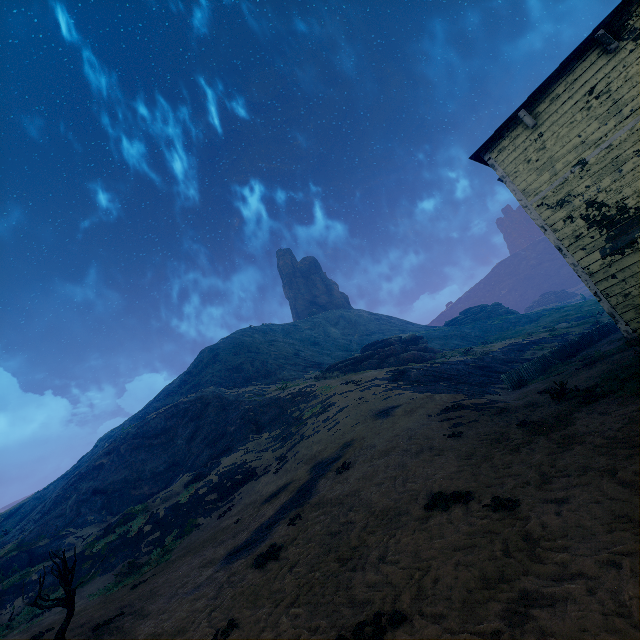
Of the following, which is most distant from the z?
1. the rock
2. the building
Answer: the rock

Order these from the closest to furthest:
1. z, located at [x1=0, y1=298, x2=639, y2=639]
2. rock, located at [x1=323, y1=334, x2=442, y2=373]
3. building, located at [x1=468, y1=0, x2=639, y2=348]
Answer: z, located at [x1=0, y1=298, x2=639, y2=639], building, located at [x1=468, y1=0, x2=639, y2=348], rock, located at [x1=323, y1=334, x2=442, y2=373]

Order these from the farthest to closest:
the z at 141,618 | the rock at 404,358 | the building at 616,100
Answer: the rock at 404,358
the building at 616,100
the z at 141,618

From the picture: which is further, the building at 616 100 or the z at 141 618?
the building at 616 100

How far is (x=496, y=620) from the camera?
2.6m

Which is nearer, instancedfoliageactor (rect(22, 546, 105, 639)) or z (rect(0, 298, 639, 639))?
z (rect(0, 298, 639, 639))

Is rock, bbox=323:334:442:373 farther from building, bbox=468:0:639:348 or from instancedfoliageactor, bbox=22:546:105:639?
instancedfoliageactor, bbox=22:546:105:639
